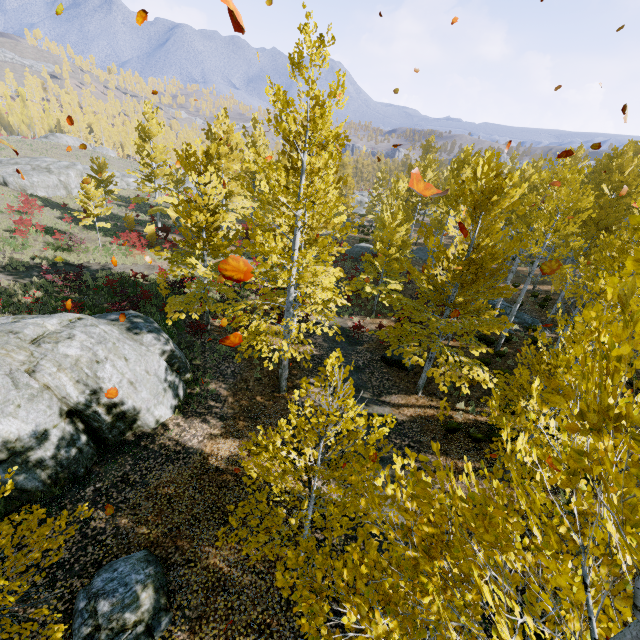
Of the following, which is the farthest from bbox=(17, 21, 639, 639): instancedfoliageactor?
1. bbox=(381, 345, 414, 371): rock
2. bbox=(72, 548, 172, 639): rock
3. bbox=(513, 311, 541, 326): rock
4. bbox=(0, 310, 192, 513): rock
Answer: bbox=(72, 548, 172, 639): rock

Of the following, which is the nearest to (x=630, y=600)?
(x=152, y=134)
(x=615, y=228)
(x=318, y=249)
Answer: (x=318, y=249)

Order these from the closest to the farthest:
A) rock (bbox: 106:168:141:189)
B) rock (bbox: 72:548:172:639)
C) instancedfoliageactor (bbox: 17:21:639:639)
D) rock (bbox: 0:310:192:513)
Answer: instancedfoliageactor (bbox: 17:21:639:639) < rock (bbox: 72:548:172:639) < rock (bbox: 0:310:192:513) < rock (bbox: 106:168:141:189)

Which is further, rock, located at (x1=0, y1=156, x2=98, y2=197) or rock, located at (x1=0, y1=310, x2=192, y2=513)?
rock, located at (x1=0, y1=156, x2=98, y2=197)

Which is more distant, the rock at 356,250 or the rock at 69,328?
the rock at 356,250

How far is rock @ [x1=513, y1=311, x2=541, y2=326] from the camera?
20.3m

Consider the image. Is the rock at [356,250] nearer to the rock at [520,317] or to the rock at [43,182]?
the rock at [520,317]

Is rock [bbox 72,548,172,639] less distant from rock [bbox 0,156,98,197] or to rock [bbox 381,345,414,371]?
rock [bbox 381,345,414,371]
